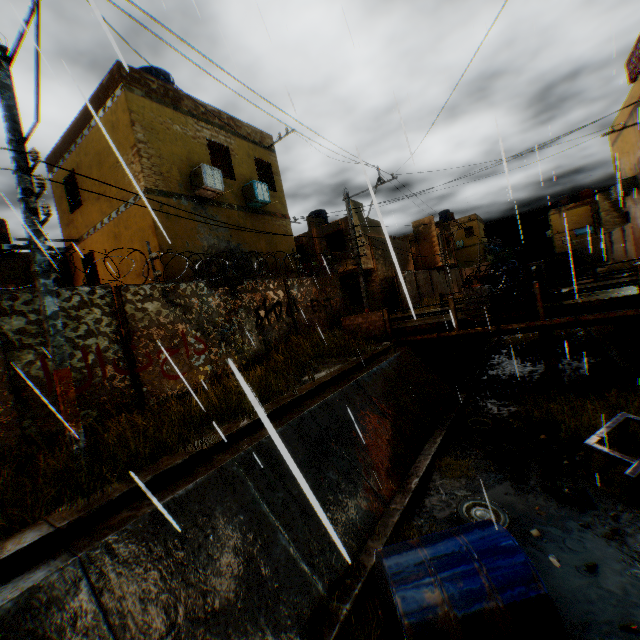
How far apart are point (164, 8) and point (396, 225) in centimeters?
984cm

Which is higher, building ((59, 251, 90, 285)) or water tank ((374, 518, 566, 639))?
building ((59, 251, 90, 285))

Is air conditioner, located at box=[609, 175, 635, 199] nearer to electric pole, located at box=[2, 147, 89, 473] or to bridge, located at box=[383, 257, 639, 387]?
bridge, located at box=[383, 257, 639, 387]

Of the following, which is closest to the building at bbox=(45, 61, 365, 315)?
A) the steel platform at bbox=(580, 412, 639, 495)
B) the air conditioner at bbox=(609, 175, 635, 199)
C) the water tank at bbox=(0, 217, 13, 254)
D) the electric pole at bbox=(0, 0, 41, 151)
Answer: the air conditioner at bbox=(609, 175, 635, 199)

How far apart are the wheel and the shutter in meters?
18.6 m

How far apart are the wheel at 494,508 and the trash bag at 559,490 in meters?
1.0 m

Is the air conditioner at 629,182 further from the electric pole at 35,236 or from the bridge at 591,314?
the electric pole at 35,236

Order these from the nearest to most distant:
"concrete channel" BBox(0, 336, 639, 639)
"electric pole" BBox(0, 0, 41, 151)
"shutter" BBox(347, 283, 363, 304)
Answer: "concrete channel" BBox(0, 336, 639, 639), "electric pole" BBox(0, 0, 41, 151), "shutter" BBox(347, 283, 363, 304)
